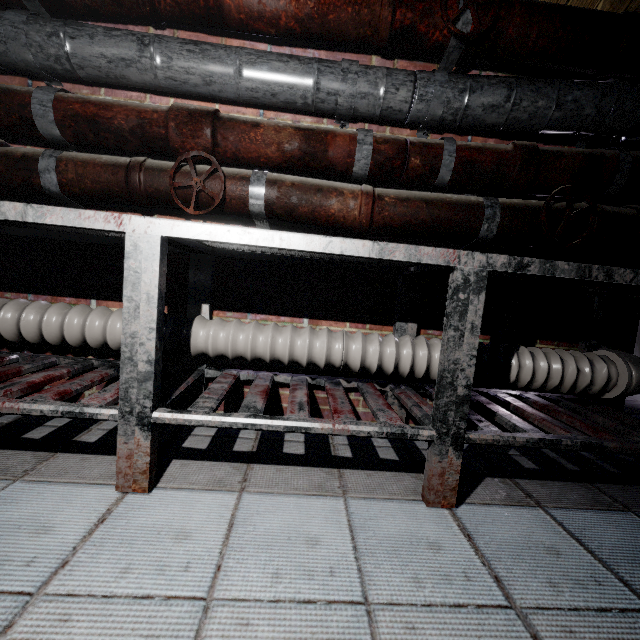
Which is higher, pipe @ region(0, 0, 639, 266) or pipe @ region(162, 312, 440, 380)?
pipe @ region(0, 0, 639, 266)

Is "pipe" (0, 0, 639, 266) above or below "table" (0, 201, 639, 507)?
above

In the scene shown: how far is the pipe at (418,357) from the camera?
1.4 meters

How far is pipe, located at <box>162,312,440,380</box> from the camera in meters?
1.4 m

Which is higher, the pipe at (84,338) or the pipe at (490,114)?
the pipe at (490,114)

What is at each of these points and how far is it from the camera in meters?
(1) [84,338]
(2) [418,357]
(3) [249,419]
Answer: (1) pipe, 1.4 m
(2) pipe, 1.4 m
(3) table, 1.0 m
